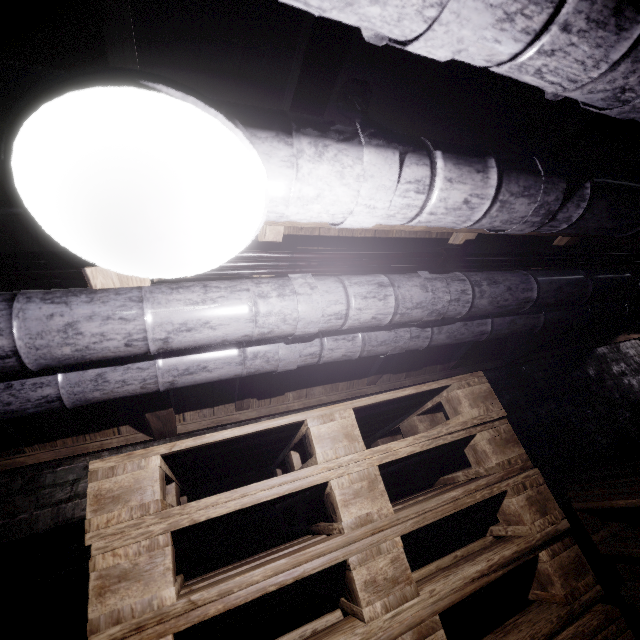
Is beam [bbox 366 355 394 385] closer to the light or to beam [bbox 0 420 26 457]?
the light

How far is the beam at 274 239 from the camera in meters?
1.2 m

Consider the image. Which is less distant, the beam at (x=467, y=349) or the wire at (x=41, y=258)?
the wire at (x=41, y=258)

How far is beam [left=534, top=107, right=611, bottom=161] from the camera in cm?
113

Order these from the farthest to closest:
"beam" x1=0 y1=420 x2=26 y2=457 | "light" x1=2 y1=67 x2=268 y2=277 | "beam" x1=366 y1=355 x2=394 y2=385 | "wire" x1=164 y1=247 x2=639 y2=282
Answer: "beam" x1=366 y1=355 x2=394 y2=385 < "beam" x1=0 y1=420 x2=26 y2=457 < "wire" x1=164 y1=247 x2=639 y2=282 < "light" x1=2 y1=67 x2=268 y2=277

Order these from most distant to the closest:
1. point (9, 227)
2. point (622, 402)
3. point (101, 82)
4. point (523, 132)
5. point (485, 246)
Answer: point (622, 402) < point (485, 246) < point (9, 227) < point (523, 132) < point (101, 82)

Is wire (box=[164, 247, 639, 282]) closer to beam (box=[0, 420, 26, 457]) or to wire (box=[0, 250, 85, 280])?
wire (box=[0, 250, 85, 280])
